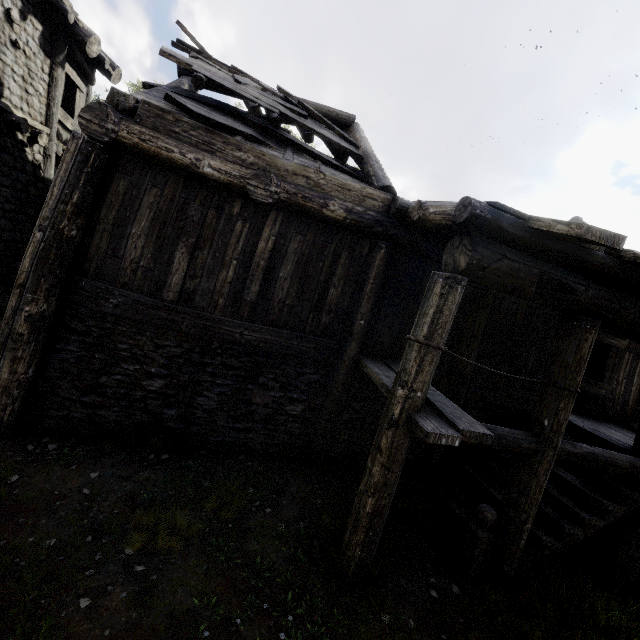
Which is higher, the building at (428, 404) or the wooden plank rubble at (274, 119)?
the wooden plank rubble at (274, 119)

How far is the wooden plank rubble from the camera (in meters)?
5.91

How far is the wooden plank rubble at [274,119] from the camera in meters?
5.9

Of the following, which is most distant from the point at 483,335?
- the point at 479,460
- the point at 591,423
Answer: the point at 591,423

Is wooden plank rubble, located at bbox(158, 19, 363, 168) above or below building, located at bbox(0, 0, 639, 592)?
above

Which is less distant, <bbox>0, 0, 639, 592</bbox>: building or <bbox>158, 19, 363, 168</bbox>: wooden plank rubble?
<bbox>0, 0, 639, 592</bbox>: building
